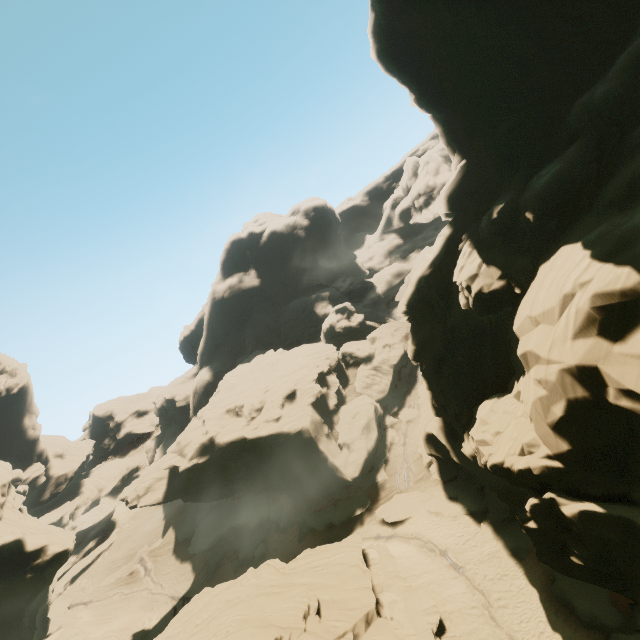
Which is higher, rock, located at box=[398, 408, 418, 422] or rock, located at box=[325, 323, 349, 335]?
rock, located at box=[325, 323, 349, 335]

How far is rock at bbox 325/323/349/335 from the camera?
59.22m

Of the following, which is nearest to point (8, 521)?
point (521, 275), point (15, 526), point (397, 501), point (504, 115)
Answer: point (15, 526)

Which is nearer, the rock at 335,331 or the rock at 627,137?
the rock at 627,137

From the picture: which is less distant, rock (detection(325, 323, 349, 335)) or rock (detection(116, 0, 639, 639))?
rock (detection(116, 0, 639, 639))

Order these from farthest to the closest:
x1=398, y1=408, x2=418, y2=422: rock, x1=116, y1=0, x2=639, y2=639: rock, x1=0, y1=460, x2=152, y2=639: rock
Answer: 1. x1=398, y1=408, x2=418, y2=422: rock
2. x1=0, y1=460, x2=152, y2=639: rock
3. x1=116, y1=0, x2=639, y2=639: rock
